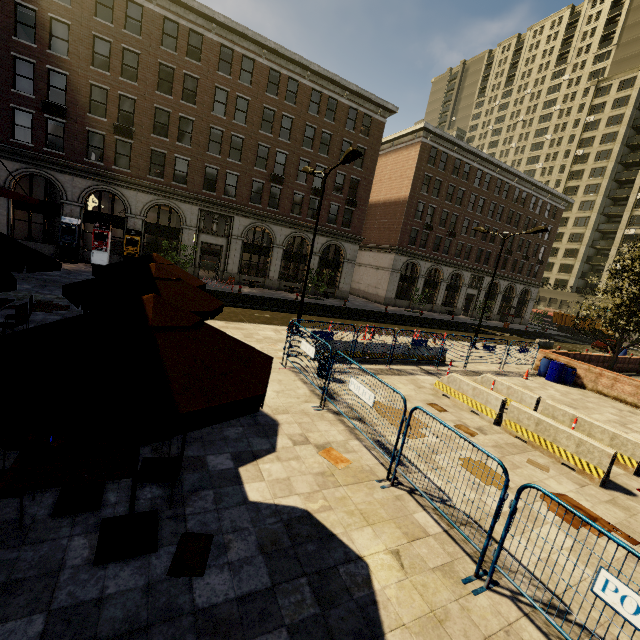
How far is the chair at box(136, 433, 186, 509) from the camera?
4.2m

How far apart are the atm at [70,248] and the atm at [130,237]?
2.8m

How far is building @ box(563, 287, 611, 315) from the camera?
55.53m

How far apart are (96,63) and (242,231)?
17.44m

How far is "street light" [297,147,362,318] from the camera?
12.2m

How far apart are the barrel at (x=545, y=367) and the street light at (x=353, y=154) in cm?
1268

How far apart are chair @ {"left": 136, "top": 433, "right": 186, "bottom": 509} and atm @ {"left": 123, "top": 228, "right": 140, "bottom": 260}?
24.3 meters

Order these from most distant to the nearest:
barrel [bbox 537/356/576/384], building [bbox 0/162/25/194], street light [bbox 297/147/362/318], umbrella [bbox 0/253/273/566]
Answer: building [bbox 0/162/25/194]
barrel [bbox 537/356/576/384]
street light [bbox 297/147/362/318]
umbrella [bbox 0/253/273/566]
